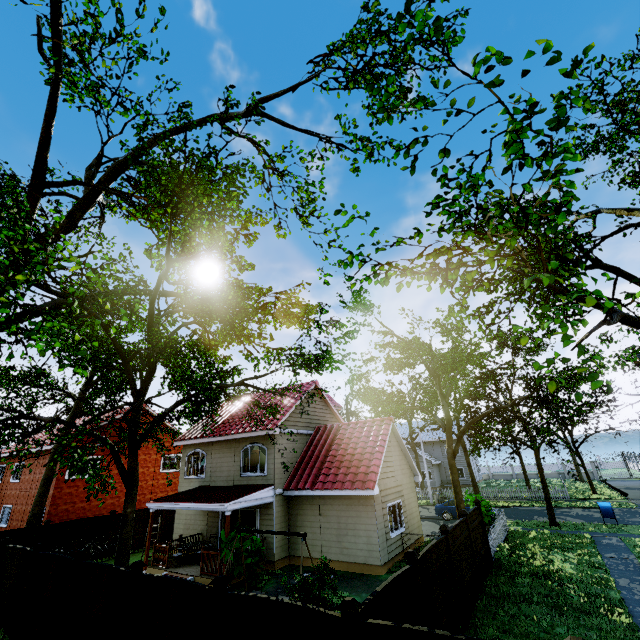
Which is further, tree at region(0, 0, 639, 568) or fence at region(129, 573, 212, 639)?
fence at region(129, 573, 212, 639)

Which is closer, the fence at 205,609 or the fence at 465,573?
the fence at 205,609

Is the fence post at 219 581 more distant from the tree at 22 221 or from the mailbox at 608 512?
the mailbox at 608 512

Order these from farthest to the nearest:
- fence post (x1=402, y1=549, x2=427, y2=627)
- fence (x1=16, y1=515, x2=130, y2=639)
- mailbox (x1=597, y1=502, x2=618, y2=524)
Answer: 1. mailbox (x1=597, y1=502, x2=618, y2=524)
2. fence (x1=16, y1=515, x2=130, y2=639)
3. fence post (x1=402, y1=549, x2=427, y2=627)

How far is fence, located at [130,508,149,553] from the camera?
20.20m

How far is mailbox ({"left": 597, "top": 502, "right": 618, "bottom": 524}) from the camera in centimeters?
2005cm

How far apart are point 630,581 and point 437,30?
18.28m

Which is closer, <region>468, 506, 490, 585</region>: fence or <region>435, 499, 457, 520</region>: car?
<region>468, 506, 490, 585</region>: fence
